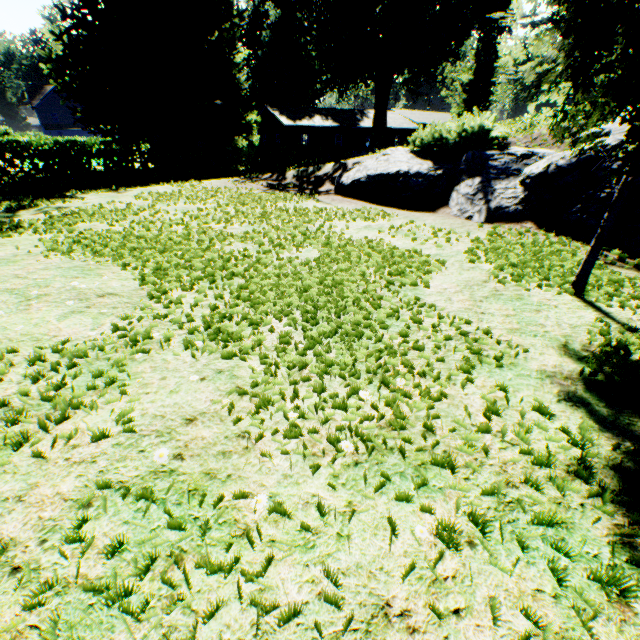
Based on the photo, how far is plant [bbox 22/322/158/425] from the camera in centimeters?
221cm

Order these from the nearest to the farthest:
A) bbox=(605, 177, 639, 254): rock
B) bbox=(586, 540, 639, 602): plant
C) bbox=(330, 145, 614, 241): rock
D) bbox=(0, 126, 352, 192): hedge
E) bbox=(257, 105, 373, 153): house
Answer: bbox=(586, 540, 639, 602): plant < bbox=(605, 177, 639, 254): rock < bbox=(330, 145, 614, 241): rock < bbox=(0, 126, 352, 192): hedge < bbox=(257, 105, 373, 153): house

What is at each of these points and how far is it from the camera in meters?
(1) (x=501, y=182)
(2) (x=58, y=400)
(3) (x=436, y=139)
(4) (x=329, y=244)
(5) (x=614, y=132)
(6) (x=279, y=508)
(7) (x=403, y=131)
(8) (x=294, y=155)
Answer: (1) rock, 7.6
(2) plant, 2.2
(3) hedge, 9.5
(4) plant, 5.7
(5) rock, 6.4
(6) plant, 1.6
(7) house, 46.7
(8) hedge, 23.4

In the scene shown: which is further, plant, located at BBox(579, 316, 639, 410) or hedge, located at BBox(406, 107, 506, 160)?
hedge, located at BBox(406, 107, 506, 160)

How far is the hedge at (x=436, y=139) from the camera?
8.33m

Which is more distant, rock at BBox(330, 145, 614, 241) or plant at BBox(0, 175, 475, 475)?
rock at BBox(330, 145, 614, 241)

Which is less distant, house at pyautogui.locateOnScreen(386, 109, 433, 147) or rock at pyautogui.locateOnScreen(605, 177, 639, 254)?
rock at pyautogui.locateOnScreen(605, 177, 639, 254)

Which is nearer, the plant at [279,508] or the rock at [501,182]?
the plant at [279,508]
